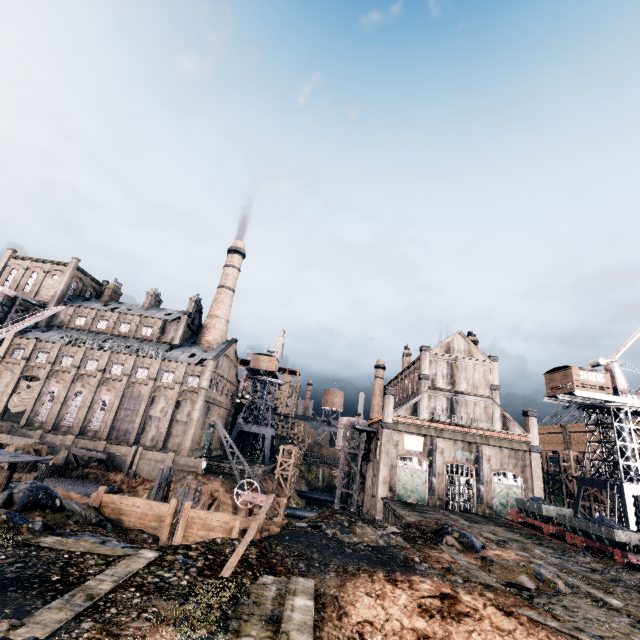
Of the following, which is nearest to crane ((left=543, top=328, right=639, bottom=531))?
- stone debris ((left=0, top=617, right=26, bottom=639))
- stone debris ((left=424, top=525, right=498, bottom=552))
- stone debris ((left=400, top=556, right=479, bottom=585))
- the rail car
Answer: the rail car

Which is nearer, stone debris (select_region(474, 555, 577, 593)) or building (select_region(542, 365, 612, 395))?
stone debris (select_region(474, 555, 577, 593))

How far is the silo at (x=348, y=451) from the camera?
47.28m

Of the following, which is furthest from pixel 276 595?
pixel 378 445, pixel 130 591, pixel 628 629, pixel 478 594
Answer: pixel 378 445

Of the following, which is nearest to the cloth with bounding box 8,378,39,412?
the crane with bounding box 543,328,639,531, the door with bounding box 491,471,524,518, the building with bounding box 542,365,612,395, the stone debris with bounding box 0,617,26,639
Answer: the stone debris with bounding box 0,617,26,639

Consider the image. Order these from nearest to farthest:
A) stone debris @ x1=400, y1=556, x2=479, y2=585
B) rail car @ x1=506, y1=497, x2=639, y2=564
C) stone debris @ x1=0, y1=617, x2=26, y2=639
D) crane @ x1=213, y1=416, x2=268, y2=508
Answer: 1. stone debris @ x1=0, y1=617, x2=26, y2=639
2. stone debris @ x1=400, y1=556, x2=479, y2=585
3. rail car @ x1=506, y1=497, x2=639, y2=564
4. crane @ x1=213, y1=416, x2=268, y2=508

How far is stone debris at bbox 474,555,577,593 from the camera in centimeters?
1600cm

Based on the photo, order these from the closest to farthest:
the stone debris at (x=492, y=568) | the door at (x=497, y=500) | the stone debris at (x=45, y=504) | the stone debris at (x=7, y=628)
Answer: the stone debris at (x=7, y=628) → the stone debris at (x=45, y=504) → the stone debris at (x=492, y=568) → the door at (x=497, y=500)
